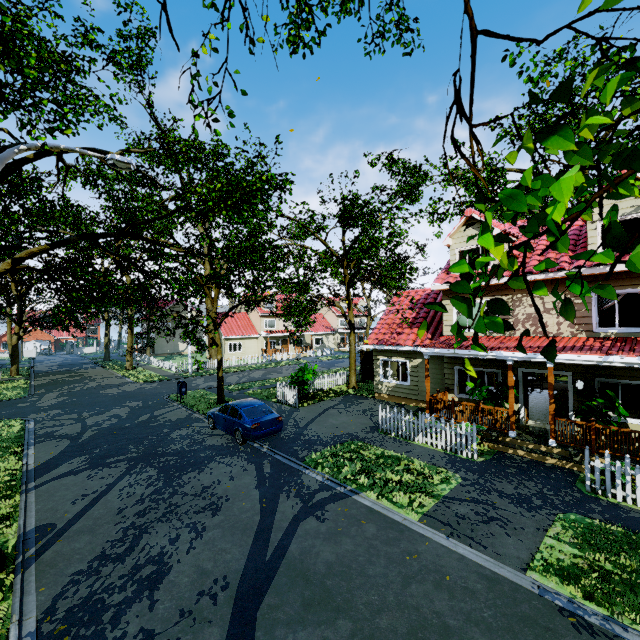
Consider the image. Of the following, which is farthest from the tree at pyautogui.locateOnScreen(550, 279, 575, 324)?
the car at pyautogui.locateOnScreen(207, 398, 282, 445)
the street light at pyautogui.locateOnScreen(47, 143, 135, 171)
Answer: the car at pyautogui.locateOnScreen(207, 398, 282, 445)

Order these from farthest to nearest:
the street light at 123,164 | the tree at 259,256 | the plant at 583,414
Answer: the plant at 583,414, the street light at 123,164, the tree at 259,256

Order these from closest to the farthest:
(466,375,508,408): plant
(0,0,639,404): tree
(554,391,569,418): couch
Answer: (0,0,639,404): tree → (466,375,508,408): plant → (554,391,569,418): couch

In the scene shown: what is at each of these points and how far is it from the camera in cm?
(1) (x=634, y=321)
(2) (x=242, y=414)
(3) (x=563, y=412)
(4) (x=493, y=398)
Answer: (1) bookshelf, 1394
(2) car, 1305
(3) couch, 1329
(4) plant, 1262

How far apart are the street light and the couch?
16.86m

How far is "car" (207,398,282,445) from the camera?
12.59m

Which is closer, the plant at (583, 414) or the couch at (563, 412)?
the plant at (583, 414)

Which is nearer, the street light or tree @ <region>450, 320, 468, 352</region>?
tree @ <region>450, 320, 468, 352</region>
